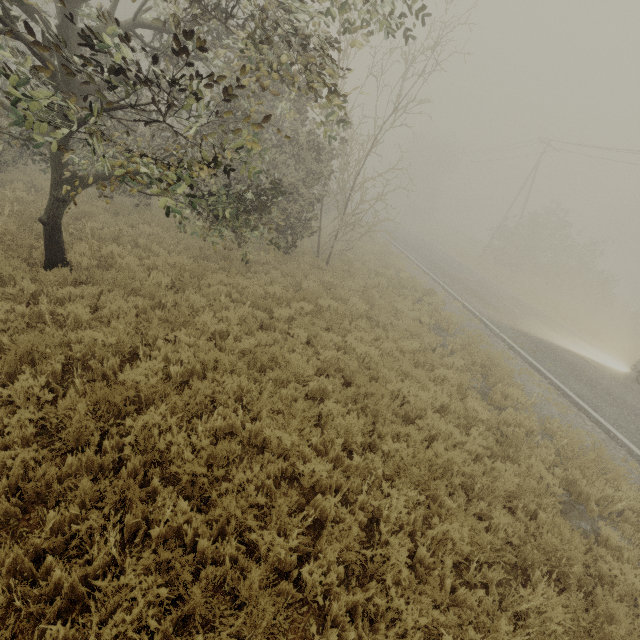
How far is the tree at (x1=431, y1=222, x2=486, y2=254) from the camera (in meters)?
42.70

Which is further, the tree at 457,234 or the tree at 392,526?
the tree at 457,234

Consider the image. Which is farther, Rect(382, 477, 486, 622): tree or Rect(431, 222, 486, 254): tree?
Rect(431, 222, 486, 254): tree

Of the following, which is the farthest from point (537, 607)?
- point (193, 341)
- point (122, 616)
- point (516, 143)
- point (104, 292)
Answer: point (516, 143)

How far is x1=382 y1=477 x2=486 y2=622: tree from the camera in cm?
360

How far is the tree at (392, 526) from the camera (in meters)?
3.60

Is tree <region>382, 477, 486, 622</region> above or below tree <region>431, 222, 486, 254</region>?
below
